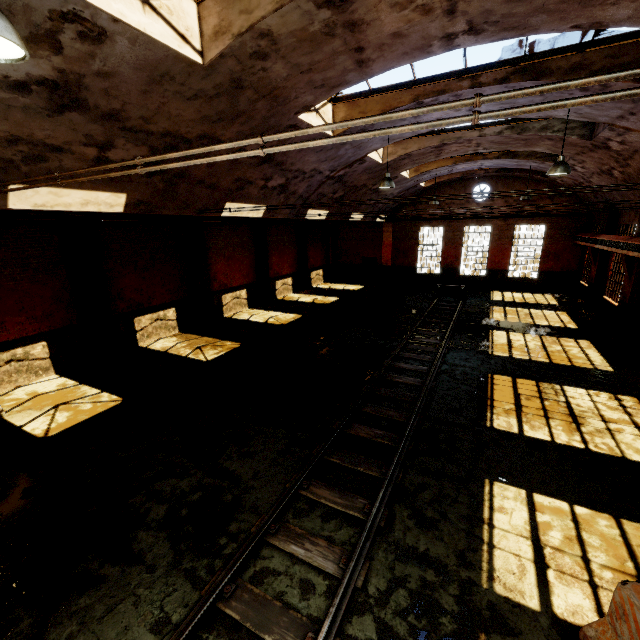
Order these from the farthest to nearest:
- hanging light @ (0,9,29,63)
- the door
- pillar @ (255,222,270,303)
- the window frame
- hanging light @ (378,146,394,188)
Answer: the door, pillar @ (255,222,270,303), hanging light @ (378,146,394,188), the window frame, hanging light @ (0,9,29,63)

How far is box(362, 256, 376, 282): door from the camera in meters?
27.1

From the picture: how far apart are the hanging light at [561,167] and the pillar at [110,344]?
14.2m

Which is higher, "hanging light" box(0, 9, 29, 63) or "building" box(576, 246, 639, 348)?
"hanging light" box(0, 9, 29, 63)

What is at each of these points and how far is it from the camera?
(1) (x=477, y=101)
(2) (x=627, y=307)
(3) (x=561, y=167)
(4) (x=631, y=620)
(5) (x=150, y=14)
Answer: (1) pipe, 1.4 meters
(2) building, 12.5 meters
(3) hanging light, 8.4 meters
(4) concrete barricade, 3.2 meters
(5) building, 4.4 meters

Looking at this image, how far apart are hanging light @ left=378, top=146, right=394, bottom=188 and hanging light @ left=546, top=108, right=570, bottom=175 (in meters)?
4.18

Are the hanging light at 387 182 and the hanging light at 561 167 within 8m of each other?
yes

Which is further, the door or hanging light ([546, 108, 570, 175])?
the door
